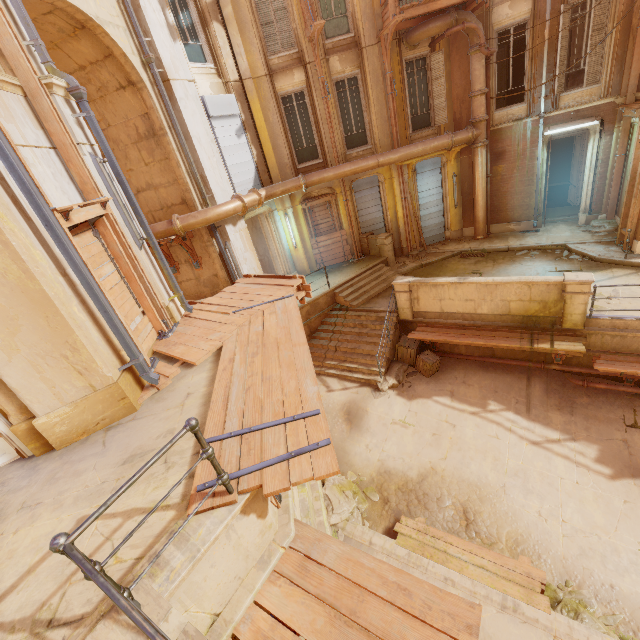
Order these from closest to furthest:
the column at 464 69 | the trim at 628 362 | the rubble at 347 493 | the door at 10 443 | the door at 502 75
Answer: the door at 10 443 < the rubble at 347 493 < the trim at 628 362 < the column at 464 69 < the door at 502 75

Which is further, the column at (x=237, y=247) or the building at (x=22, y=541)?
the column at (x=237, y=247)

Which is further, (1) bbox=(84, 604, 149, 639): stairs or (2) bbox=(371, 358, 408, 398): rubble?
(2) bbox=(371, 358, 408, 398): rubble

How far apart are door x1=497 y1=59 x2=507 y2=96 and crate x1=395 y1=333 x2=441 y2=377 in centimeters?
1445cm

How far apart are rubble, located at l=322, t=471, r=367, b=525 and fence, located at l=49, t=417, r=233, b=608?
5.5 meters

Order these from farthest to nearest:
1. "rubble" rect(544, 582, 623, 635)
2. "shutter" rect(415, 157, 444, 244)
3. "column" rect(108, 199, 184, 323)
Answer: "shutter" rect(415, 157, 444, 244), "column" rect(108, 199, 184, 323), "rubble" rect(544, 582, 623, 635)

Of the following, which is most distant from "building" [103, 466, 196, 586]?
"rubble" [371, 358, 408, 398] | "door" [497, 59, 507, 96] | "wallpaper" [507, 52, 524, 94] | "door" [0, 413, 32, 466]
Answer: "door" [497, 59, 507, 96]

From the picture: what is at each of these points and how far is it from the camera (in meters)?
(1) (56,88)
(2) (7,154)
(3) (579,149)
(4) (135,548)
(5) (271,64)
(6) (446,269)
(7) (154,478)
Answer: (1) column, 5.22
(2) pipe, 3.50
(3) door, 14.65
(4) building, 2.93
(5) window, 12.14
(6) building, 13.64
(7) building, 3.59
